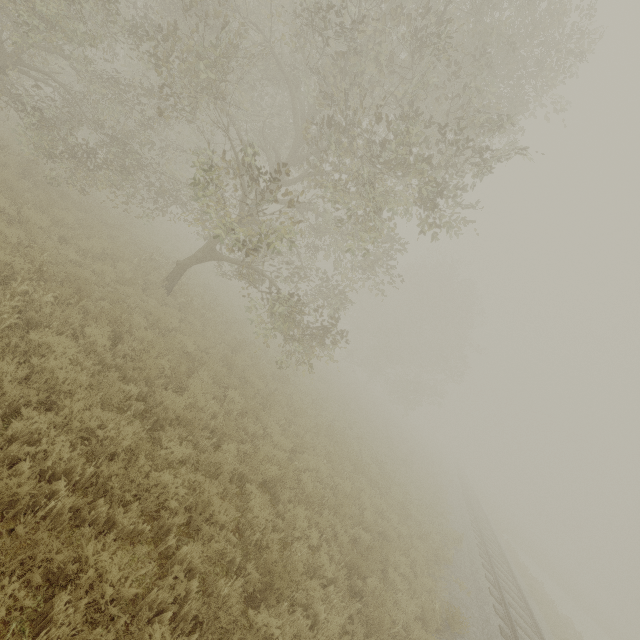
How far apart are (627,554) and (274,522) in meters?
71.8
